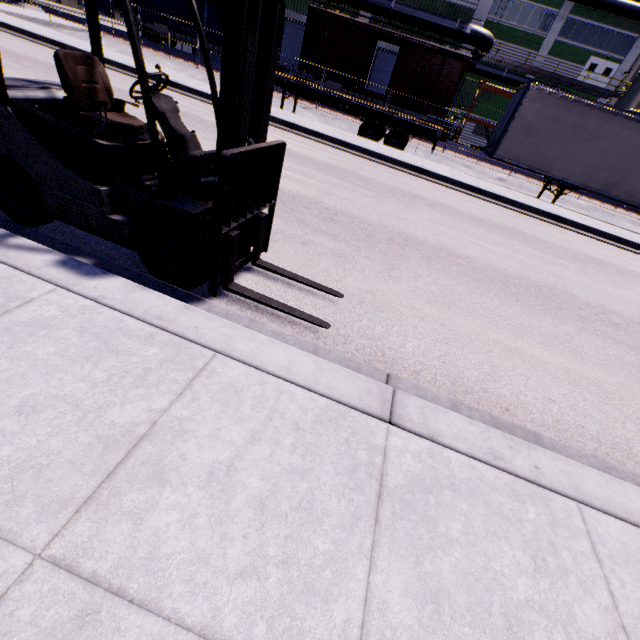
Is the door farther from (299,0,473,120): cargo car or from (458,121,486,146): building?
(299,0,473,120): cargo car

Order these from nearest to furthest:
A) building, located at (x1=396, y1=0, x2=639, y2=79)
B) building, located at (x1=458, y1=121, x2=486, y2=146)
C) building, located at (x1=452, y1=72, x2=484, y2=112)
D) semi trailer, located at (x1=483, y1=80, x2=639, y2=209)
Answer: semi trailer, located at (x1=483, y1=80, x2=639, y2=209)
building, located at (x1=396, y1=0, x2=639, y2=79)
building, located at (x1=452, y1=72, x2=484, y2=112)
building, located at (x1=458, y1=121, x2=486, y2=146)

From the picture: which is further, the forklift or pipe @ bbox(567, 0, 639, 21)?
pipe @ bbox(567, 0, 639, 21)

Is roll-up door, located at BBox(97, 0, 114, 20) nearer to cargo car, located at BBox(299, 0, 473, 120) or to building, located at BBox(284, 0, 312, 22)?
building, located at BBox(284, 0, 312, 22)

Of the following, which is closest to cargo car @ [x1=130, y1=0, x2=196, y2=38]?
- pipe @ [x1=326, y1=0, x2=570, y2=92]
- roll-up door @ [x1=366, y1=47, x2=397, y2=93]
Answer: pipe @ [x1=326, y1=0, x2=570, y2=92]

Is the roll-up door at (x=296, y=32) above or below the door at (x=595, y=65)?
below

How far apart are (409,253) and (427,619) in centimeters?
477cm

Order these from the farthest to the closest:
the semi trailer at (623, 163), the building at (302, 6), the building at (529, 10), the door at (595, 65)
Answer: the door at (595, 65) < the building at (302, 6) < the building at (529, 10) < the semi trailer at (623, 163)
